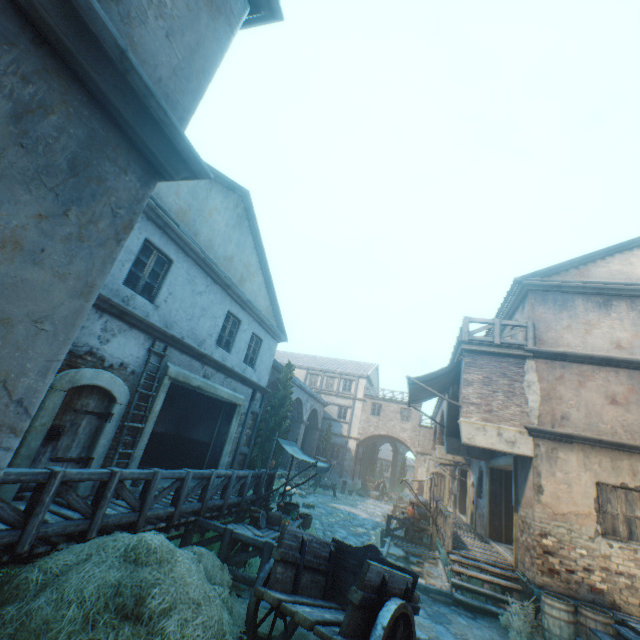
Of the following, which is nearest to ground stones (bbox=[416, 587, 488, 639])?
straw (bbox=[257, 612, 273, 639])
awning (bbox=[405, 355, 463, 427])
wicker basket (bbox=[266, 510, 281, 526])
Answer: straw (bbox=[257, 612, 273, 639])

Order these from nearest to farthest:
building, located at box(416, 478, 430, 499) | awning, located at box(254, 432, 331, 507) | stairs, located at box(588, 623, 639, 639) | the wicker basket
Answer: stairs, located at box(588, 623, 639, 639) → the wicker basket → awning, located at box(254, 432, 331, 507) → building, located at box(416, 478, 430, 499)

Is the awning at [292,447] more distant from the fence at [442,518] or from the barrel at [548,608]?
the barrel at [548,608]

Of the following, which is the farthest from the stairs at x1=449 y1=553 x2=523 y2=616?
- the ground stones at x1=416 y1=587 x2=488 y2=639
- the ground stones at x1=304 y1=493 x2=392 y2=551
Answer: the ground stones at x1=304 y1=493 x2=392 y2=551

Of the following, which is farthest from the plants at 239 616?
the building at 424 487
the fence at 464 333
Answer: the building at 424 487

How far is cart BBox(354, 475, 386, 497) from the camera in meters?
31.3

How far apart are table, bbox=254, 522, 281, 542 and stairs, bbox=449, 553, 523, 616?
4.84m

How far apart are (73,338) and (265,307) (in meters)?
11.87
